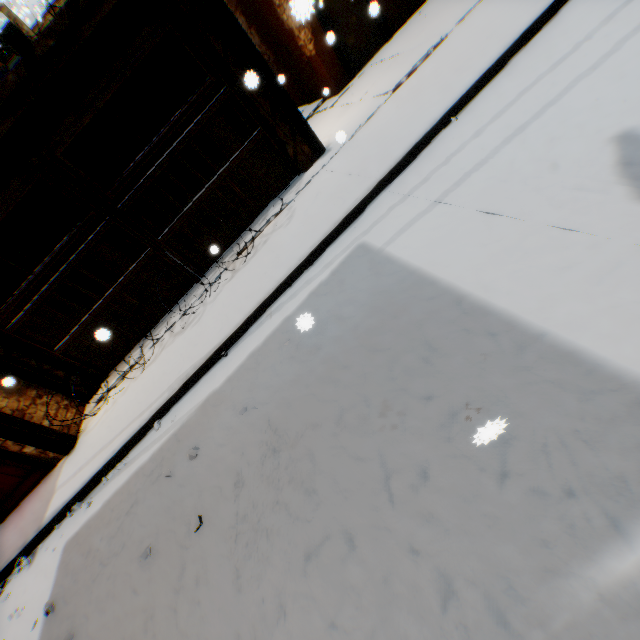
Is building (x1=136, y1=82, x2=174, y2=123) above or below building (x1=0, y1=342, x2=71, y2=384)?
above

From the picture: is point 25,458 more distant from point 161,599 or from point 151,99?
point 151,99

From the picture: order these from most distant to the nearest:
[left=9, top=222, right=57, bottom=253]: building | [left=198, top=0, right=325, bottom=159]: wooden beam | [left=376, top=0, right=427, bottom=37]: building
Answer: [left=9, top=222, right=57, bottom=253]: building < [left=376, top=0, right=427, bottom=37]: building < [left=198, top=0, right=325, bottom=159]: wooden beam

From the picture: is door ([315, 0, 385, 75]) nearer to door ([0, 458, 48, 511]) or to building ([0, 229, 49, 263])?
building ([0, 229, 49, 263])

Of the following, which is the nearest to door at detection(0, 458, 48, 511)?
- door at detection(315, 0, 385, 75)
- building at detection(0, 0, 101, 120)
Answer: building at detection(0, 0, 101, 120)

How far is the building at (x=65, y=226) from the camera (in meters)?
9.45
